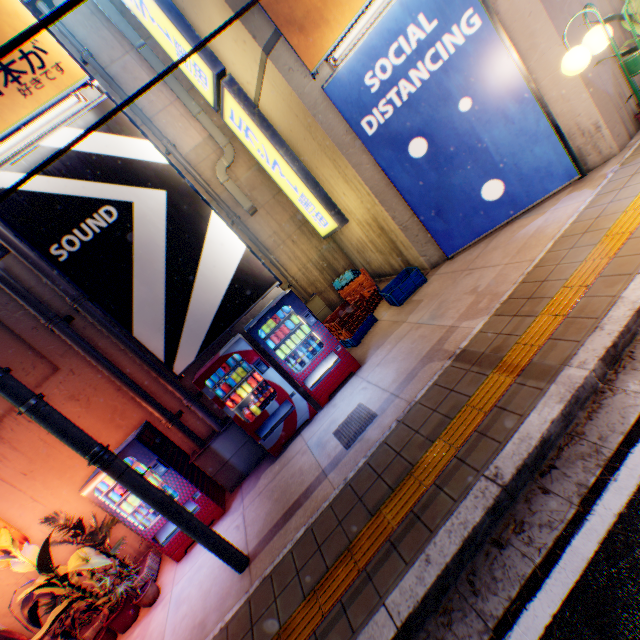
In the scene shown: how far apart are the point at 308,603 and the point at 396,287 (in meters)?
Result: 5.70

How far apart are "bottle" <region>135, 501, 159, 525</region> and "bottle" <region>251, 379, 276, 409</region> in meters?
1.9

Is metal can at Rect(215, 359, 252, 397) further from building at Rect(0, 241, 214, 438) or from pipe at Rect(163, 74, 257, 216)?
pipe at Rect(163, 74, 257, 216)

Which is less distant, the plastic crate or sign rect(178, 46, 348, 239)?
the plastic crate

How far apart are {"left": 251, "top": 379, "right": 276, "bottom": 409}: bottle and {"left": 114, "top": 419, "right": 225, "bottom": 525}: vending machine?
1.6 meters

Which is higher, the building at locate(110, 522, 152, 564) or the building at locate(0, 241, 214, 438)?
the building at locate(0, 241, 214, 438)

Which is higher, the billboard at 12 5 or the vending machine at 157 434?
the billboard at 12 5

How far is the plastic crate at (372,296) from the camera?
7.3 meters
